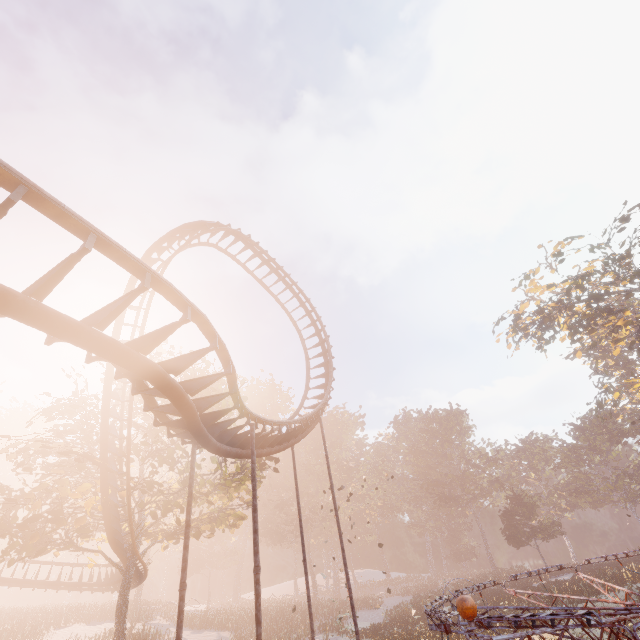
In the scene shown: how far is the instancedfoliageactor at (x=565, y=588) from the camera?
23.4 meters

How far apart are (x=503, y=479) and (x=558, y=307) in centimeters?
3830cm

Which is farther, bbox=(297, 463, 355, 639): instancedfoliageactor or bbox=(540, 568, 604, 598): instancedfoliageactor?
bbox=(297, 463, 355, 639): instancedfoliageactor

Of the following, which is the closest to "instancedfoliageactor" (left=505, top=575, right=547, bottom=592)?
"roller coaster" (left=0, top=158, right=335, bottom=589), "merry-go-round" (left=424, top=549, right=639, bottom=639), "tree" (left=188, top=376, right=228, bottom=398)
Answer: "merry-go-round" (left=424, top=549, right=639, bottom=639)

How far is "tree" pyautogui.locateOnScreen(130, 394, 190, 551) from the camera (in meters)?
16.70

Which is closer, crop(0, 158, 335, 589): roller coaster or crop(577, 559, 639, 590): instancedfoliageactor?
crop(0, 158, 335, 589): roller coaster

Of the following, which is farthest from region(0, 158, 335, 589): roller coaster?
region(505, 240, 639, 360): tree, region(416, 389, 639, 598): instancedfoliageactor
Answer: region(505, 240, 639, 360): tree
